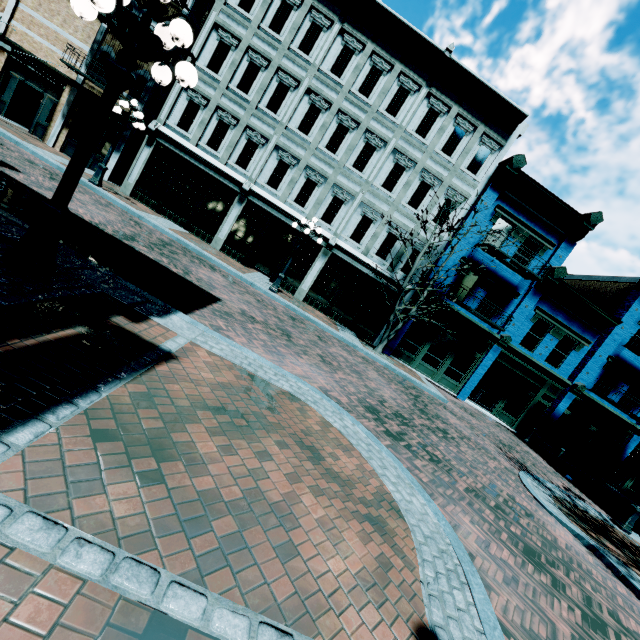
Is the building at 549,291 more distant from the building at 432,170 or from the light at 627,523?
the light at 627,523

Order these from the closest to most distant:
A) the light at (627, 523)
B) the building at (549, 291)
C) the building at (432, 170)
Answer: the light at (627, 523), the building at (432, 170), the building at (549, 291)

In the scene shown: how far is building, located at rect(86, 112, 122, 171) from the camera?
16.39m

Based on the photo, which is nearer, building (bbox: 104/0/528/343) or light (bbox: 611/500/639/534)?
light (bbox: 611/500/639/534)

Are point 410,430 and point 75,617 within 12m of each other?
yes

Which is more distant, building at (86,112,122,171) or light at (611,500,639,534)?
building at (86,112,122,171)

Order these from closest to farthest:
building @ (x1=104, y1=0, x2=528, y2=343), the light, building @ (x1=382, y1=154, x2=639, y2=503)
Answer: the light
building @ (x1=104, y1=0, x2=528, y2=343)
building @ (x1=382, y1=154, x2=639, y2=503)

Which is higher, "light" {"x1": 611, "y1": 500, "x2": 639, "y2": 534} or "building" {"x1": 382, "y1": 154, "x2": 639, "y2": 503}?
"building" {"x1": 382, "y1": 154, "x2": 639, "y2": 503}
